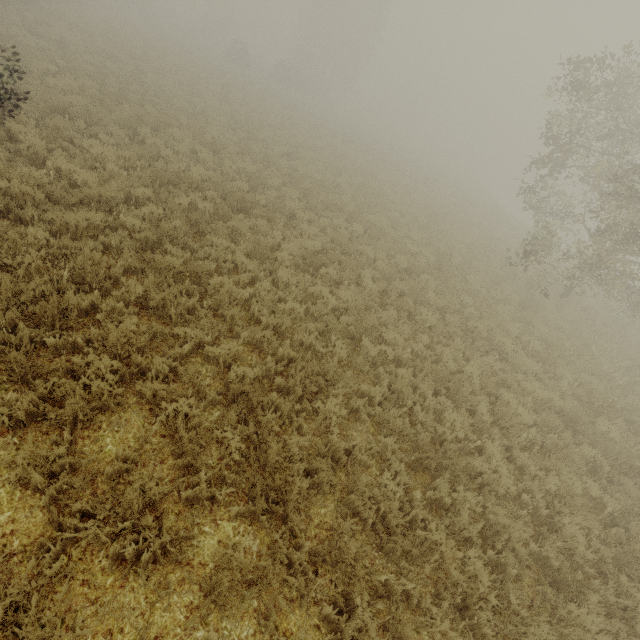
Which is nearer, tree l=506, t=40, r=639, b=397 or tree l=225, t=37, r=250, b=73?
tree l=506, t=40, r=639, b=397

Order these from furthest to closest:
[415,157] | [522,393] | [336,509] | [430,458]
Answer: [415,157] < [522,393] < [430,458] < [336,509]

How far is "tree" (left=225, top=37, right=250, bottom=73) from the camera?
37.7 meters

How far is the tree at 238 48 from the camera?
37.72m

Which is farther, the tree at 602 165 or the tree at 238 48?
the tree at 238 48
